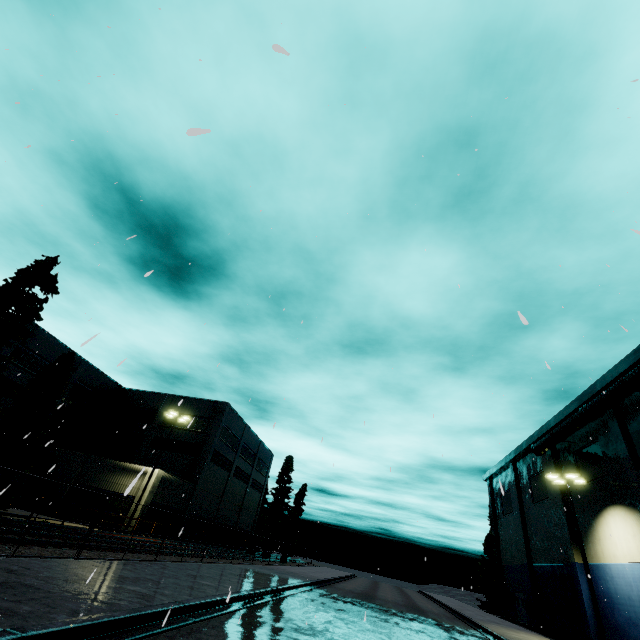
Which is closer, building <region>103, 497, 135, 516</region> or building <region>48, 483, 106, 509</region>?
building <region>103, 497, 135, 516</region>

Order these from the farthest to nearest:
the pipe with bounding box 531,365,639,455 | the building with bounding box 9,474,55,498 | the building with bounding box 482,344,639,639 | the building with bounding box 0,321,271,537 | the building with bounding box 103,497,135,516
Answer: the building with bounding box 0,321,271,537 → the building with bounding box 9,474,55,498 → the building with bounding box 103,497,135,516 → the building with bounding box 482,344,639,639 → the pipe with bounding box 531,365,639,455

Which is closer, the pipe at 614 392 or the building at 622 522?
the pipe at 614 392

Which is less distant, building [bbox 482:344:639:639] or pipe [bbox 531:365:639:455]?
pipe [bbox 531:365:639:455]

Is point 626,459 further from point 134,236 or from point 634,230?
point 134,236

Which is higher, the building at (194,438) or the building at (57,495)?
the building at (194,438)

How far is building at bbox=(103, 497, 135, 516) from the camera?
27.84m

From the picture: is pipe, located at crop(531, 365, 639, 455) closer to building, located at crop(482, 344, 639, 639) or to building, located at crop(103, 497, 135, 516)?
building, located at crop(482, 344, 639, 639)
